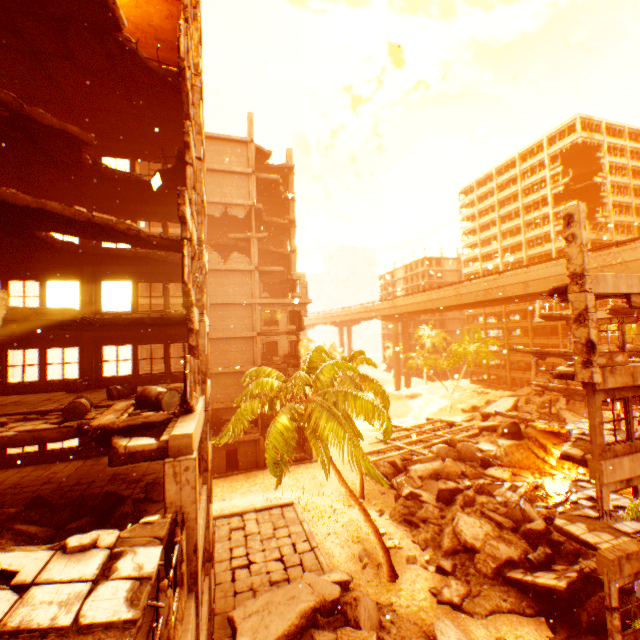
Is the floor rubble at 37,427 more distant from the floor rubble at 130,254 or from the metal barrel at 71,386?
the floor rubble at 130,254

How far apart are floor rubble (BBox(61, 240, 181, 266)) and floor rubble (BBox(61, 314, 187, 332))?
2.82m

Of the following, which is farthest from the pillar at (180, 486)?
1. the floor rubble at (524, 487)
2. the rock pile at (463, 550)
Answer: the floor rubble at (524, 487)

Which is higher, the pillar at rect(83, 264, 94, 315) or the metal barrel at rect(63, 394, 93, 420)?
the pillar at rect(83, 264, 94, 315)

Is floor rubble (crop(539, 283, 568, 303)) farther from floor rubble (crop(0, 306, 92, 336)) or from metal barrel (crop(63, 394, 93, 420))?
metal barrel (crop(63, 394, 93, 420))

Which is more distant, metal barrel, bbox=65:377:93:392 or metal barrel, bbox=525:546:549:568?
metal barrel, bbox=525:546:549:568

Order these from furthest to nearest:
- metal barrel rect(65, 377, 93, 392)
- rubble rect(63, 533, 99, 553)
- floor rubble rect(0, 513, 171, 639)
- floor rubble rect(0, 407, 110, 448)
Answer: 1. metal barrel rect(65, 377, 93, 392)
2. floor rubble rect(0, 407, 110, 448)
3. rubble rect(63, 533, 99, 553)
4. floor rubble rect(0, 513, 171, 639)

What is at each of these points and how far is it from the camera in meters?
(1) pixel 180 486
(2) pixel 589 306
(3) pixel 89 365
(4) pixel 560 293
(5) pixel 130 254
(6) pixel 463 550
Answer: (1) pillar, 6.3 m
(2) pillar, 10.5 m
(3) pillar, 14.4 m
(4) floor rubble, 11.5 m
(5) floor rubble, 13.6 m
(6) rock pile, 15.8 m
